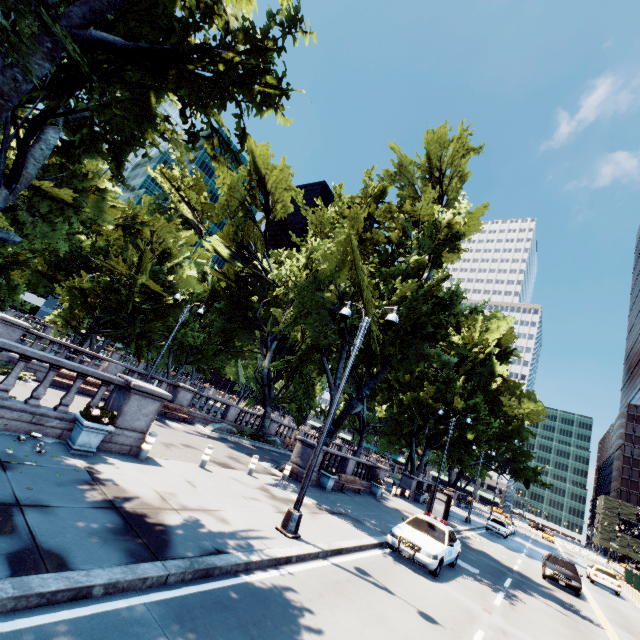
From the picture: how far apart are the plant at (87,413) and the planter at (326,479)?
12.2m

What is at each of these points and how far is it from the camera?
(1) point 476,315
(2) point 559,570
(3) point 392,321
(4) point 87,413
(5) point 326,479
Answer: (1) tree, 40.9 meters
(2) vehicle, 19.0 meters
(3) light, 10.4 meters
(4) plant, 8.7 meters
(5) planter, 18.0 meters

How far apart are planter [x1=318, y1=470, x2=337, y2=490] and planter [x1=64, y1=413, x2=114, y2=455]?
12.22m

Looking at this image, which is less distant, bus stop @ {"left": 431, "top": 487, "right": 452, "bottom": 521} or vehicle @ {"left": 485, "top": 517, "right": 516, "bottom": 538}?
bus stop @ {"left": 431, "top": 487, "right": 452, "bottom": 521}

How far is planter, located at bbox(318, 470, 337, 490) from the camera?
17.9m

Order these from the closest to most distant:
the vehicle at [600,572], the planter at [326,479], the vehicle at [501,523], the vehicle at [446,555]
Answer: the vehicle at [446,555], the planter at [326,479], the vehicle at [600,572], the vehicle at [501,523]

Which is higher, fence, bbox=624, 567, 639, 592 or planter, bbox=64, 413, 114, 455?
fence, bbox=624, 567, 639, 592

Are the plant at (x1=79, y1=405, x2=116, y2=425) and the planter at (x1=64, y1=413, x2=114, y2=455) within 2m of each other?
yes
